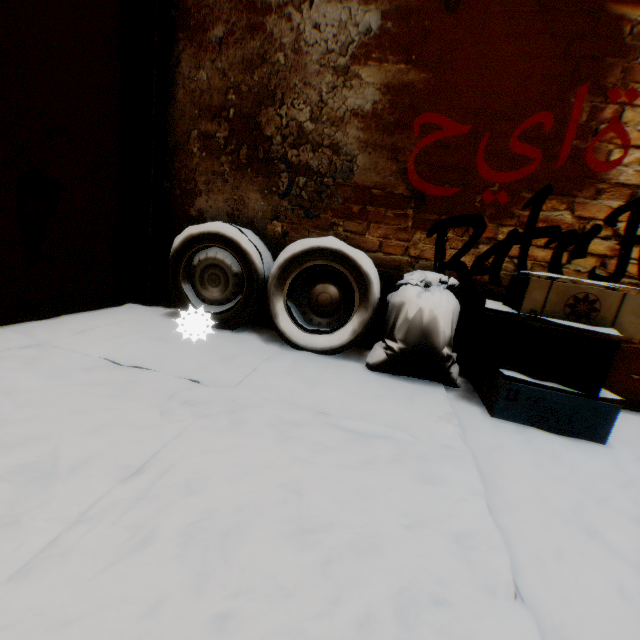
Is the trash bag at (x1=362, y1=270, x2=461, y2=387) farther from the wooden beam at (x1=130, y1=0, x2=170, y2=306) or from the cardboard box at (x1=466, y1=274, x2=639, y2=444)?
the wooden beam at (x1=130, y1=0, x2=170, y2=306)

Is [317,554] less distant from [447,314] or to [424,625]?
[424,625]

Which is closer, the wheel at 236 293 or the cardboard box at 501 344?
the cardboard box at 501 344

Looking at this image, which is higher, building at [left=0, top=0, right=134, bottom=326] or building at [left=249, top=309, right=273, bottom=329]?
building at [left=0, top=0, right=134, bottom=326]

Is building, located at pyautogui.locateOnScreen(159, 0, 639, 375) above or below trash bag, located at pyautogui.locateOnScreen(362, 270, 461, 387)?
above

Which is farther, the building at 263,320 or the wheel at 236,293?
the building at 263,320

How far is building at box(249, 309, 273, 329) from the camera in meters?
3.1 m

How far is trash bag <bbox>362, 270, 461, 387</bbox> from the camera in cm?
233
